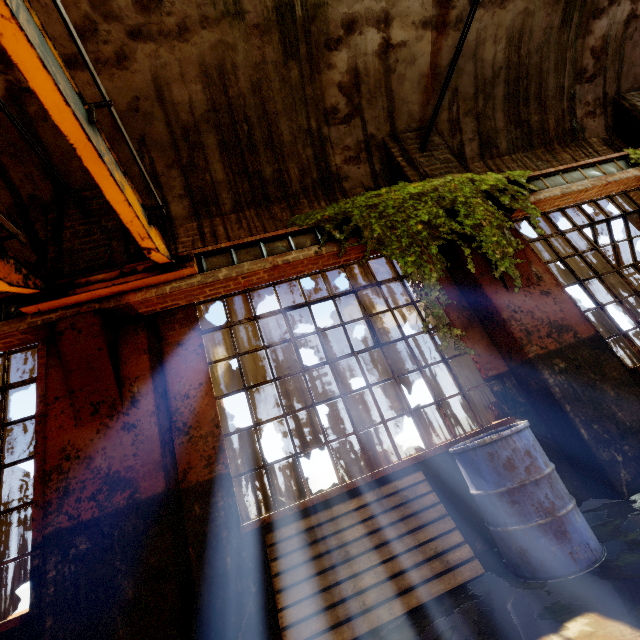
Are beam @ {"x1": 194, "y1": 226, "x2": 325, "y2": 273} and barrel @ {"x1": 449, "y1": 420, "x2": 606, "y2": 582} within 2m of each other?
no

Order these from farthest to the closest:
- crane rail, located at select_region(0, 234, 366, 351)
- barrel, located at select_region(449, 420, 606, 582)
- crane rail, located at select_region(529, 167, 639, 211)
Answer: crane rail, located at select_region(529, 167, 639, 211)
crane rail, located at select_region(0, 234, 366, 351)
barrel, located at select_region(449, 420, 606, 582)

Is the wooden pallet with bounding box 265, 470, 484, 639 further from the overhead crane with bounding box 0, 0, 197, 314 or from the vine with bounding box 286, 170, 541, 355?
the overhead crane with bounding box 0, 0, 197, 314

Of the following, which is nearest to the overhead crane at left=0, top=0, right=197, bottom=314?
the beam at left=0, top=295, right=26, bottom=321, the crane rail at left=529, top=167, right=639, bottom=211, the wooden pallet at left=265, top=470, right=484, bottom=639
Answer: the beam at left=0, top=295, right=26, bottom=321

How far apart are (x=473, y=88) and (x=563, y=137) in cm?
217

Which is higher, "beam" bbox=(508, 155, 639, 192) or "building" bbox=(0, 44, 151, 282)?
"building" bbox=(0, 44, 151, 282)

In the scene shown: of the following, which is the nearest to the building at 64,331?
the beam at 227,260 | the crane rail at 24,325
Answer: the crane rail at 24,325

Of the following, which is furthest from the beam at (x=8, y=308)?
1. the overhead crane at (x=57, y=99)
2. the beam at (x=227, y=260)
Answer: the beam at (x=227, y=260)
